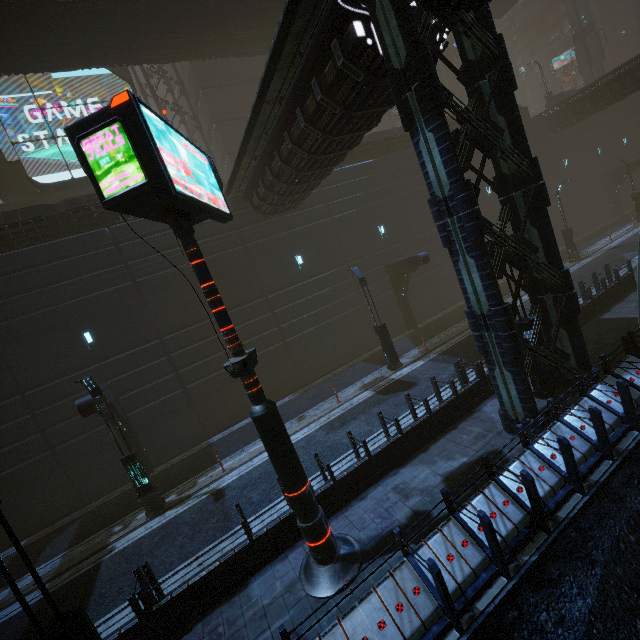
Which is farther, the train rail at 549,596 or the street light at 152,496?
the street light at 152,496

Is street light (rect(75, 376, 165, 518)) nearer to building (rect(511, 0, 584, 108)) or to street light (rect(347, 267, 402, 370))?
building (rect(511, 0, 584, 108))

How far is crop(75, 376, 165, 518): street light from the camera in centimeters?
1130cm

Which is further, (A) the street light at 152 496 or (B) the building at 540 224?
(A) the street light at 152 496

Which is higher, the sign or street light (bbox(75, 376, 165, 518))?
the sign

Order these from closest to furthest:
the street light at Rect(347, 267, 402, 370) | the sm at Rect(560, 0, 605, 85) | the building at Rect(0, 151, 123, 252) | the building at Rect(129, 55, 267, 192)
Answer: the building at Rect(0, 151, 123, 252) → the street light at Rect(347, 267, 402, 370) → the building at Rect(129, 55, 267, 192) → the sm at Rect(560, 0, 605, 85)

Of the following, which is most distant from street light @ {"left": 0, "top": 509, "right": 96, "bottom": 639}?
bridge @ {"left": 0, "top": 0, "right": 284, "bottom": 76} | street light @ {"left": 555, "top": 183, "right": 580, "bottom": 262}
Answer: street light @ {"left": 555, "top": 183, "right": 580, "bottom": 262}

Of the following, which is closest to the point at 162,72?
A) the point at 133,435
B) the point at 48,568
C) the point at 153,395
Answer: the point at 153,395
